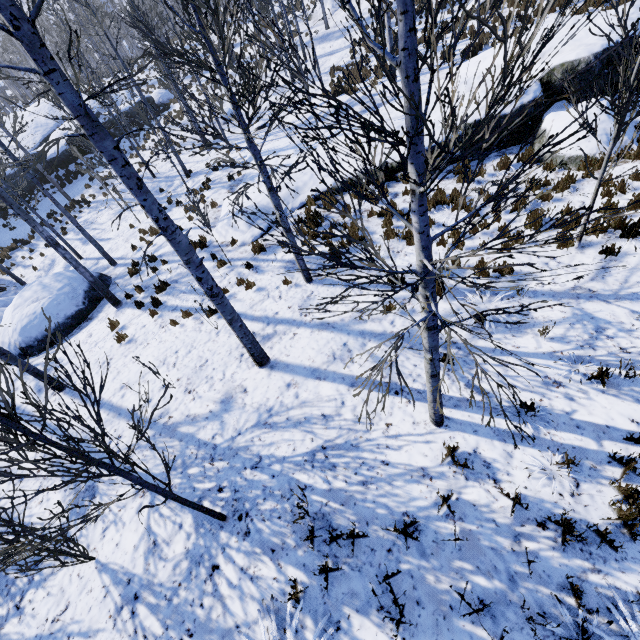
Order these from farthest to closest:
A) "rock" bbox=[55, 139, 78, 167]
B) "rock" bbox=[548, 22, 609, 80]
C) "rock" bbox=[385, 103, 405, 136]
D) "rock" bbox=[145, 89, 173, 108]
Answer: "rock" bbox=[145, 89, 173, 108] → "rock" bbox=[55, 139, 78, 167] → "rock" bbox=[385, 103, 405, 136] → "rock" bbox=[548, 22, 609, 80]

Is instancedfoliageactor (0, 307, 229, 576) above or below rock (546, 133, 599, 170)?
above

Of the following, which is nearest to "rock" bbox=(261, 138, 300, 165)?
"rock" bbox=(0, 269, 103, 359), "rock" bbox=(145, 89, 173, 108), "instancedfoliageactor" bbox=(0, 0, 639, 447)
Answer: "instancedfoliageactor" bbox=(0, 0, 639, 447)

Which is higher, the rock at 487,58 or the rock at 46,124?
the rock at 46,124

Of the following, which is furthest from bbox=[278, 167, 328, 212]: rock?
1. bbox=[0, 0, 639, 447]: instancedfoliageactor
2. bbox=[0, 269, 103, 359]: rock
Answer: bbox=[0, 269, 103, 359]: rock

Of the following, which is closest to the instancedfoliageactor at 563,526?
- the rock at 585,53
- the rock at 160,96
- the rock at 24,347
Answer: the rock at 160,96

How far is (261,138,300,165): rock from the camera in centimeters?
1351cm

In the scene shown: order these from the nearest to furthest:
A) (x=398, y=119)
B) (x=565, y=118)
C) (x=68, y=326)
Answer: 1. (x=565, y=118)
2. (x=68, y=326)
3. (x=398, y=119)
